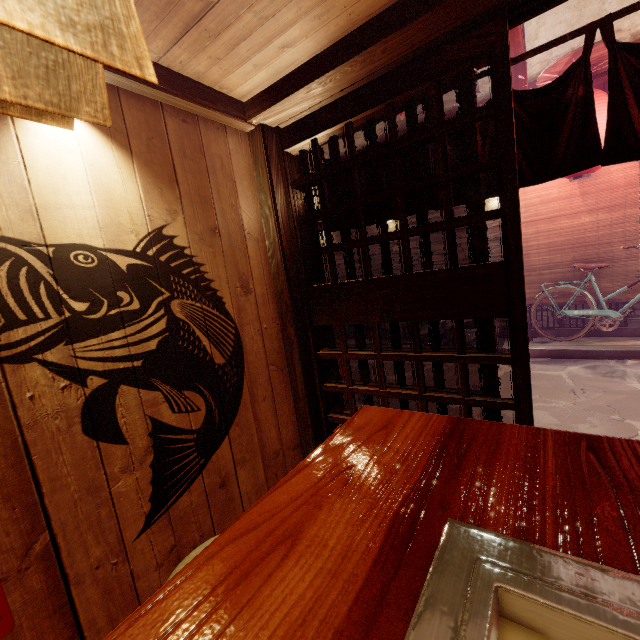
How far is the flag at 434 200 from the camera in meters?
3.8

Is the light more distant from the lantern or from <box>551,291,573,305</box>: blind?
<box>551,291,573,305</box>: blind

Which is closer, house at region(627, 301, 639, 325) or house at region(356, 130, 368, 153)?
house at region(627, 301, 639, 325)

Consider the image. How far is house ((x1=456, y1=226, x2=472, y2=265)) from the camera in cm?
1159

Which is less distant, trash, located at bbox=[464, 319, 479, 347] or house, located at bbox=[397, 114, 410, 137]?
trash, located at bbox=[464, 319, 479, 347]

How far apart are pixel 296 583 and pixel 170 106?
4.0m

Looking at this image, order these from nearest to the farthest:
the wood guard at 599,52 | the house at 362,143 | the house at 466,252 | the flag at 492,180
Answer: the flag at 492,180
the wood guard at 599,52
the house at 466,252
the house at 362,143

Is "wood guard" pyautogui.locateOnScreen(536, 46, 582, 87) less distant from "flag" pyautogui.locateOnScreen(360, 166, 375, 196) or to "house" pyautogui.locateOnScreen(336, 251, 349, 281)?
"house" pyautogui.locateOnScreen(336, 251, 349, 281)
